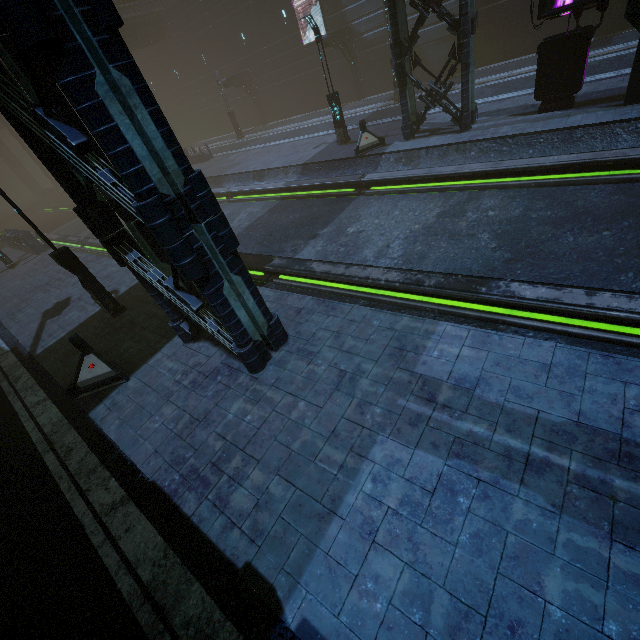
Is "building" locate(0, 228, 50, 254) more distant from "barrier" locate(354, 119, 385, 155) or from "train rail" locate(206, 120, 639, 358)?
"barrier" locate(354, 119, 385, 155)

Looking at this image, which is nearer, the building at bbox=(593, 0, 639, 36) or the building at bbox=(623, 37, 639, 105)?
the building at bbox=(593, 0, 639, 36)

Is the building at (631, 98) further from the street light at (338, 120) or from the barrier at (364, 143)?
the street light at (338, 120)

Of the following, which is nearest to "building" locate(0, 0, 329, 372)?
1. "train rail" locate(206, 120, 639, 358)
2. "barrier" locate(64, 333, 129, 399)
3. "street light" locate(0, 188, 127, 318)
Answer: "train rail" locate(206, 120, 639, 358)

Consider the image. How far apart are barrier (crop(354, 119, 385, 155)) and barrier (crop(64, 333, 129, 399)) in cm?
1386

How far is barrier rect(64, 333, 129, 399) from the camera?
7.7m

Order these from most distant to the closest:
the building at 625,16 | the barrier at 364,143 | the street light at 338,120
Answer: the barrier at 364,143, the street light at 338,120, the building at 625,16

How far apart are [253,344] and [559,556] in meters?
5.2 m
